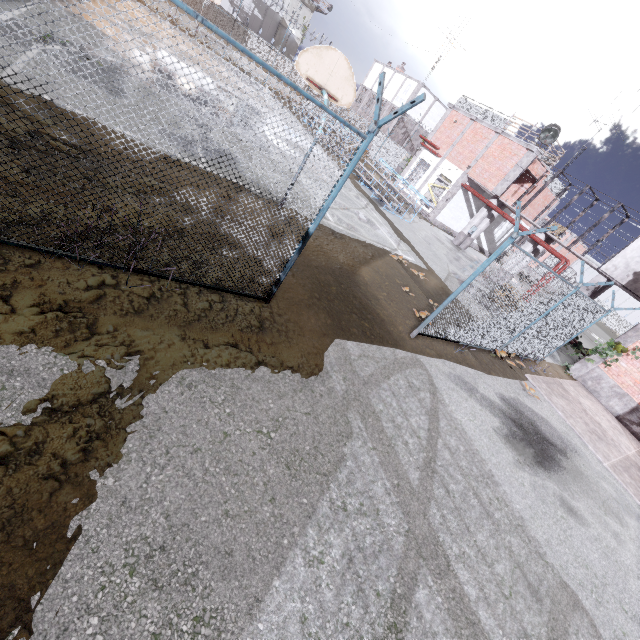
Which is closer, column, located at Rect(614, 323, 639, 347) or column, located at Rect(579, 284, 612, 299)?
column, located at Rect(614, 323, 639, 347)

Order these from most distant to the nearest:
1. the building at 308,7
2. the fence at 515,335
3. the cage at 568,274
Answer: the building at 308,7 → the cage at 568,274 → the fence at 515,335

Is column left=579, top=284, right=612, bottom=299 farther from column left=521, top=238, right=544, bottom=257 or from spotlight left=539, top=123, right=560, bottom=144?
spotlight left=539, top=123, right=560, bottom=144

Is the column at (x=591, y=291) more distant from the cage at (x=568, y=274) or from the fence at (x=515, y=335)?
the fence at (x=515, y=335)

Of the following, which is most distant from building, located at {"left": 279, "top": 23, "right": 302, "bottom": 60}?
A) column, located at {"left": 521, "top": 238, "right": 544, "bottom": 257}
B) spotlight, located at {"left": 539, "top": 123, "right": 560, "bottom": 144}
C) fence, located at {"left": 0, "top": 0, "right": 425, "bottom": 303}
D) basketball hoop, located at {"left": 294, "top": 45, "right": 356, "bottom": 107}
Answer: basketball hoop, located at {"left": 294, "top": 45, "right": 356, "bottom": 107}

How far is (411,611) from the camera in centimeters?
309cm

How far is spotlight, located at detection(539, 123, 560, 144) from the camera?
19.0 meters

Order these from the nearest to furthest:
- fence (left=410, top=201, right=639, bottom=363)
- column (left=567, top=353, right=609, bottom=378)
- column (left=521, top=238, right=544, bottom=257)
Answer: fence (left=410, top=201, right=639, bottom=363) < column (left=567, top=353, right=609, bottom=378) < column (left=521, top=238, right=544, bottom=257)
